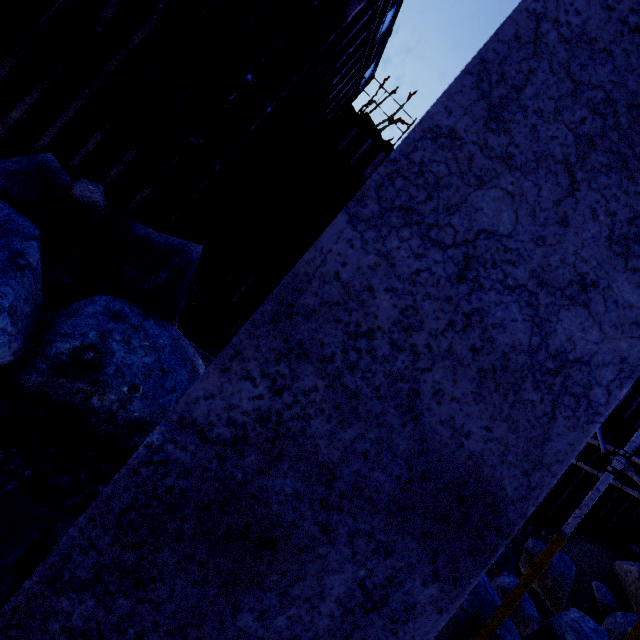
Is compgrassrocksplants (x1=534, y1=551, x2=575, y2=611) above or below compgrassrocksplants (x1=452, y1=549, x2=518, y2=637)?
above

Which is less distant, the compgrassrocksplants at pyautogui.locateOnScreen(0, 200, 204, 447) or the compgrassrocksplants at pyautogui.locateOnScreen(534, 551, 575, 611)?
the compgrassrocksplants at pyautogui.locateOnScreen(0, 200, 204, 447)

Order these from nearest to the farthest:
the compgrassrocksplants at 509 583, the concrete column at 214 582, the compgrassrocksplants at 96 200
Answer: the concrete column at 214 582 → the compgrassrocksplants at 96 200 → the compgrassrocksplants at 509 583

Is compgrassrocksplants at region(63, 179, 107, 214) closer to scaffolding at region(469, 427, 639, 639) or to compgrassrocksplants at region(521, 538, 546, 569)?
scaffolding at region(469, 427, 639, 639)

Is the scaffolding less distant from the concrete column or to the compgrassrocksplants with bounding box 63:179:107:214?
the concrete column

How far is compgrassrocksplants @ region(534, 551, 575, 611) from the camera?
6.6 meters

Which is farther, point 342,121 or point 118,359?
point 342,121

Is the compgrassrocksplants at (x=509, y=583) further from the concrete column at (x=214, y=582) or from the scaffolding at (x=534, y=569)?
the concrete column at (x=214, y=582)
